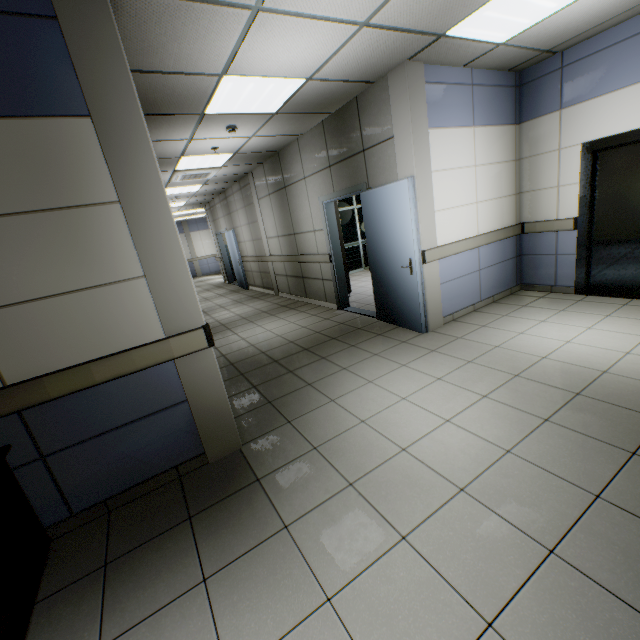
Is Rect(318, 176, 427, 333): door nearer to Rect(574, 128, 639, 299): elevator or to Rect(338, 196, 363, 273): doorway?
Rect(574, 128, 639, 299): elevator

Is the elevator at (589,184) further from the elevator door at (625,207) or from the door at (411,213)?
the door at (411,213)

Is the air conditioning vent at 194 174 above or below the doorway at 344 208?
above

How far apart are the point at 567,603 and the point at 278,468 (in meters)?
1.77

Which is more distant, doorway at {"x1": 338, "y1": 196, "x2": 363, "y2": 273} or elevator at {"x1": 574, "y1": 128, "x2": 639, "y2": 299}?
doorway at {"x1": 338, "y1": 196, "x2": 363, "y2": 273}

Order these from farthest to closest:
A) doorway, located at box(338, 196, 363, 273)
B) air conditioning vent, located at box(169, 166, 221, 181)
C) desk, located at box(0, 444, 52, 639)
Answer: doorway, located at box(338, 196, 363, 273)
air conditioning vent, located at box(169, 166, 221, 181)
desk, located at box(0, 444, 52, 639)

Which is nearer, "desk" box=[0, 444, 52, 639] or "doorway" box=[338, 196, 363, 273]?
"desk" box=[0, 444, 52, 639]

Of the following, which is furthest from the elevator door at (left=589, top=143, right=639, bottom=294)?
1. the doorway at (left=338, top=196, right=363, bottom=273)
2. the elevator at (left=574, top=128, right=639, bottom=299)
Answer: the doorway at (left=338, top=196, right=363, bottom=273)
